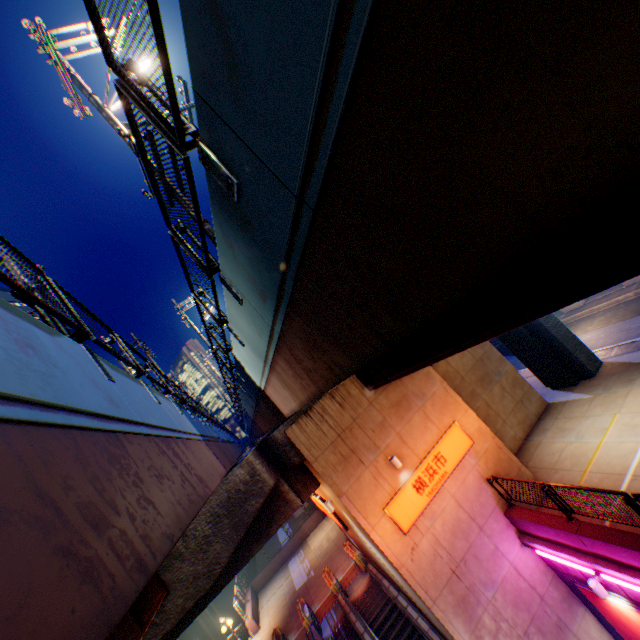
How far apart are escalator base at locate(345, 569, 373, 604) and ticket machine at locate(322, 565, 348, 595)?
0.03m

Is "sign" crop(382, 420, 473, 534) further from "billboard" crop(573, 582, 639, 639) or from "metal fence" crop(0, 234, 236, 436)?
"billboard" crop(573, 582, 639, 639)

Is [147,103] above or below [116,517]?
above

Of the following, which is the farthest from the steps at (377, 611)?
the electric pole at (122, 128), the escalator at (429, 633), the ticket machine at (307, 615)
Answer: the electric pole at (122, 128)

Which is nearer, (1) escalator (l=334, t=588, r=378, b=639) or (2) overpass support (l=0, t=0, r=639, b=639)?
(2) overpass support (l=0, t=0, r=639, b=639)

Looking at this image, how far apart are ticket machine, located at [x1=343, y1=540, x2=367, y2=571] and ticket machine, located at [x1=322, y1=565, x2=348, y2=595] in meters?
1.2 m

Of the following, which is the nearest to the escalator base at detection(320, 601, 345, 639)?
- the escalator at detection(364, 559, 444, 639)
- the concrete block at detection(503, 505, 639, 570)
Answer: the escalator at detection(364, 559, 444, 639)

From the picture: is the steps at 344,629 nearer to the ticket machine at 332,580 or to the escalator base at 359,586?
the escalator base at 359,586
